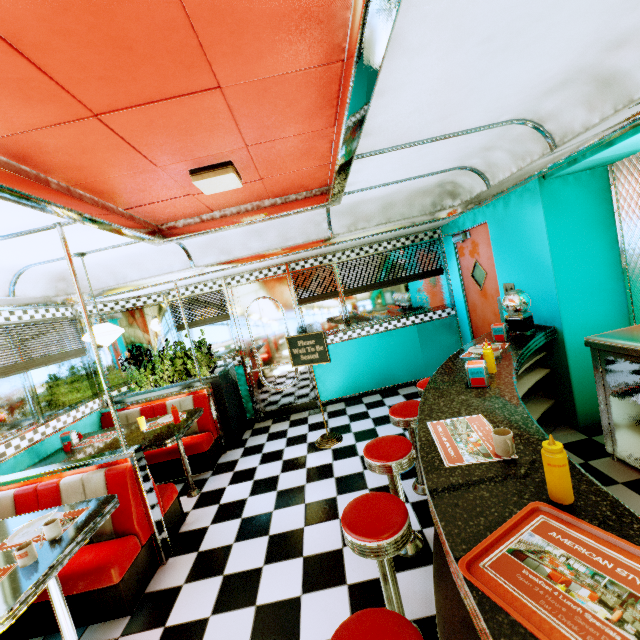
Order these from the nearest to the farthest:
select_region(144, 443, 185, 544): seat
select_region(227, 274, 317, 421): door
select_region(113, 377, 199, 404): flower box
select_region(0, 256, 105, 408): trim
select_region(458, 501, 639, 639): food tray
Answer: select_region(458, 501, 639, 639): food tray, select_region(144, 443, 185, 544): seat, select_region(0, 256, 105, 408): trim, select_region(113, 377, 199, 404): flower box, select_region(227, 274, 317, 421): door

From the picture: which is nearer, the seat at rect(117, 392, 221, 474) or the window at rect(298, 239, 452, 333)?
the seat at rect(117, 392, 221, 474)

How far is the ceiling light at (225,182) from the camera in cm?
250

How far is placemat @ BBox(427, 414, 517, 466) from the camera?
1.5m

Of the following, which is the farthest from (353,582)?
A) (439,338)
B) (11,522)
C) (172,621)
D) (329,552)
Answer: (439,338)

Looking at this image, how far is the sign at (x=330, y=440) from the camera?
4.30m

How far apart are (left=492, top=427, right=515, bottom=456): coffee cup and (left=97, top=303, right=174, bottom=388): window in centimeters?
543cm

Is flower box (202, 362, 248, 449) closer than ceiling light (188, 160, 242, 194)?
No
